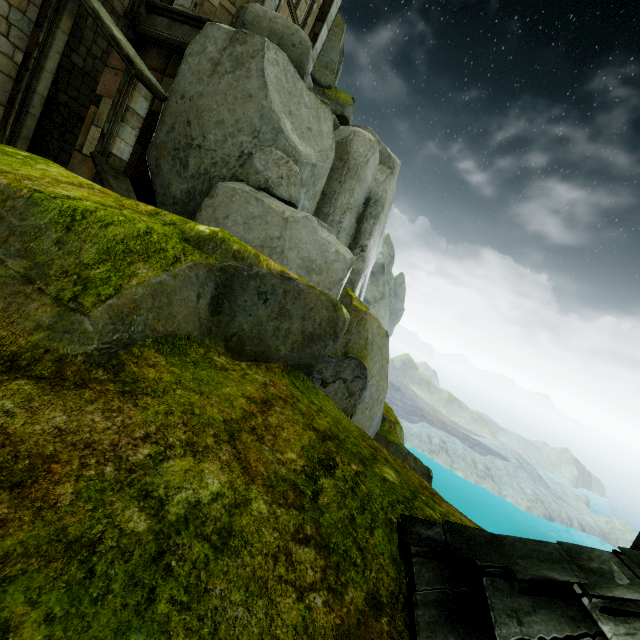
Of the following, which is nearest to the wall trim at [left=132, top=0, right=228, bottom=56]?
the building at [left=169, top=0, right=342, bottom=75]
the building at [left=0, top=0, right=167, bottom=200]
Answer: the building at [left=169, top=0, right=342, bottom=75]

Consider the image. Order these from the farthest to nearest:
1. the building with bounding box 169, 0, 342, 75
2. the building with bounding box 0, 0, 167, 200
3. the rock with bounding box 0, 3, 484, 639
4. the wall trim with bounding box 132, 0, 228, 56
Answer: the building with bounding box 169, 0, 342, 75 < the wall trim with bounding box 132, 0, 228, 56 < the building with bounding box 0, 0, 167, 200 < the rock with bounding box 0, 3, 484, 639

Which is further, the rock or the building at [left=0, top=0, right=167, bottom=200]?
the building at [left=0, top=0, right=167, bottom=200]

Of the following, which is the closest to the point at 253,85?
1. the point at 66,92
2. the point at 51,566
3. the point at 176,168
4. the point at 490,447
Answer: the point at 176,168

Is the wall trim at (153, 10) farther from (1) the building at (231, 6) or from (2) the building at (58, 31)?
(2) the building at (58, 31)

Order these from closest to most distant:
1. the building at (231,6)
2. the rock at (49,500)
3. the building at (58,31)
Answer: the rock at (49,500) → the building at (58,31) → the building at (231,6)

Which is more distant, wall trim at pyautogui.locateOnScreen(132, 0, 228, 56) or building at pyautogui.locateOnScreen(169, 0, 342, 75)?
building at pyautogui.locateOnScreen(169, 0, 342, 75)

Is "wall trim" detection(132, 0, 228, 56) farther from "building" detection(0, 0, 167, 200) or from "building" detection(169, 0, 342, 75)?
"building" detection(0, 0, 167, 200)
